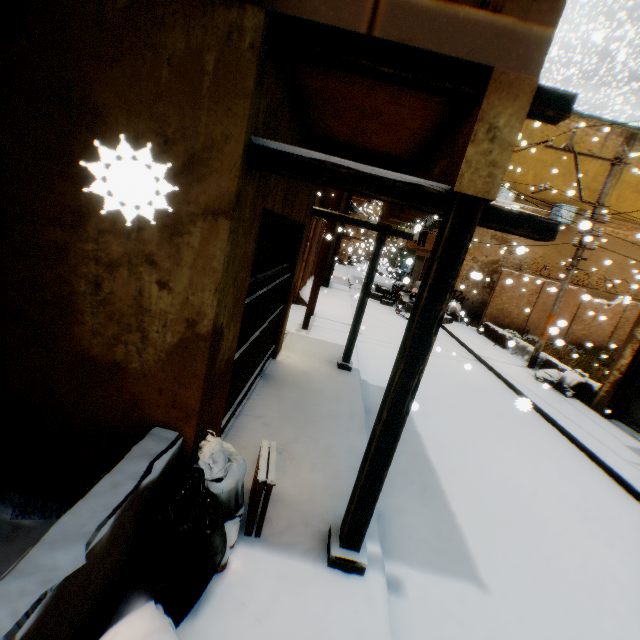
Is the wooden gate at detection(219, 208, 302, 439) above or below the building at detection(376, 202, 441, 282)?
below

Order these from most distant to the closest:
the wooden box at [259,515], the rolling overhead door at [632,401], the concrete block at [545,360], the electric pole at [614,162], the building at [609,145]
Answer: the building at [609,145]
the concrete block at [545,360]
the electric pole at [614,162]
the rolling overhead door at [632,401]
the wooden box at [259,515]

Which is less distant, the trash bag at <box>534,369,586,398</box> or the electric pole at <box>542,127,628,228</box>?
the trash bag at <box>534,369,586,398</box>

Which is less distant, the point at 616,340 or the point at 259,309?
the point at 259,309

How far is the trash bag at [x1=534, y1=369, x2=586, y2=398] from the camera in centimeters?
917cm

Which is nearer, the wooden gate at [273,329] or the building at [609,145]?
the wooden gate at [273,329]

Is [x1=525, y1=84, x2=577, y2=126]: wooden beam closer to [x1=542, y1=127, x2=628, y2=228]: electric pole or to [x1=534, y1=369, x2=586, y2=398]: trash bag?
[x1=534, y1=369, x2=586, y2=398]: trash bag

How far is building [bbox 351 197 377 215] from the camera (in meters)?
31.61
